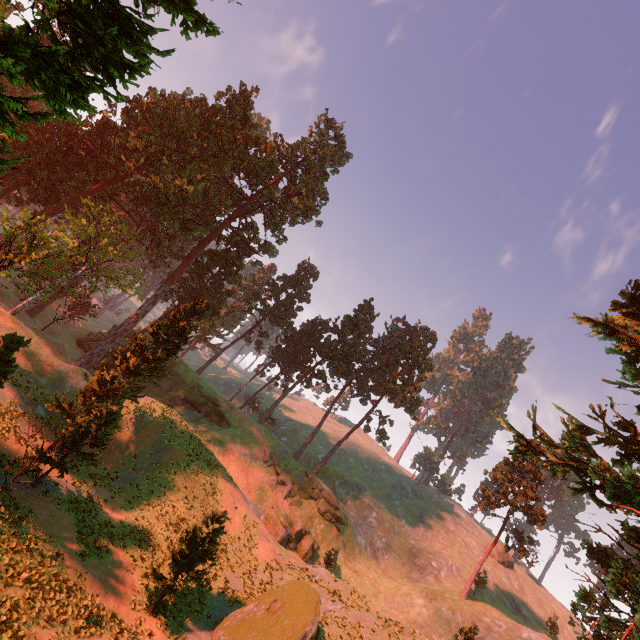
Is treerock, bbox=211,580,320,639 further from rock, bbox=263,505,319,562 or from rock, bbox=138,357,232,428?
rock, bbox=263,505,319,562

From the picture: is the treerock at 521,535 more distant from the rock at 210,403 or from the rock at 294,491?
the rock at 294,491

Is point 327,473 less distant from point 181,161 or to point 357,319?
point 357,319

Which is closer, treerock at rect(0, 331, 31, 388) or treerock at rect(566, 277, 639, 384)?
treerock at rect(0, 331, 31, 388)

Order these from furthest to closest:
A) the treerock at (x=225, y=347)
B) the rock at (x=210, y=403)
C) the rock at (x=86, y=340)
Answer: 1. the treerock at (x=225, y=347)
2. the rock at (x=86, y=340)
3. the rock at (x=210, y=403)

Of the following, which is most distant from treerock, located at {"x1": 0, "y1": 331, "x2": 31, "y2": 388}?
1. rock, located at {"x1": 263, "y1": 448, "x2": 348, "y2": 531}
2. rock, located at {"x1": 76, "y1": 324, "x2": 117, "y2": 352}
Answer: rock, located at {"x1": 263, "y1": 448, "x2": 348, "y2": 531}
